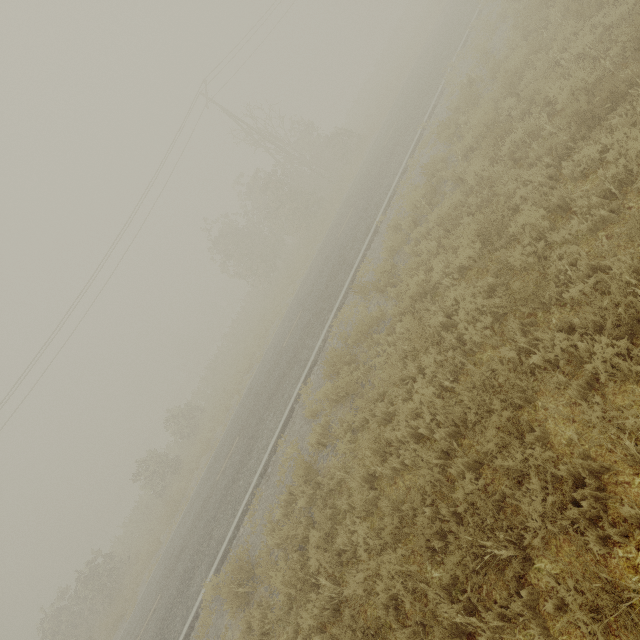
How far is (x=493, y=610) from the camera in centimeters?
311cm

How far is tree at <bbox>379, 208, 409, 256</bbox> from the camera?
9.0 meters

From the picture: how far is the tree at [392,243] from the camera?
9.0m
